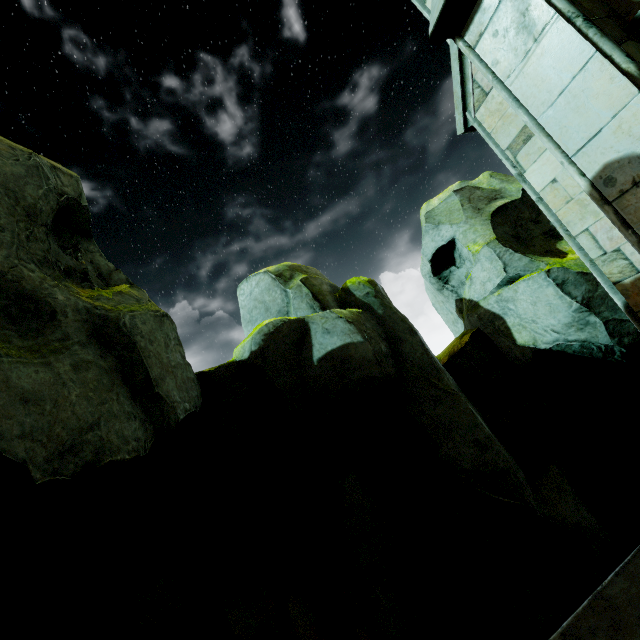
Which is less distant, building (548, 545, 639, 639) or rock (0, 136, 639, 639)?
building (548, 545, 639, 639)

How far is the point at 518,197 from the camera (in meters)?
7.52

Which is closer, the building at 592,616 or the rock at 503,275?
the building at 592,616

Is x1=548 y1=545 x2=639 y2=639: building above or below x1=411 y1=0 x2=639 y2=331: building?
below

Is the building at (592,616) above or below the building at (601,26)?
below
